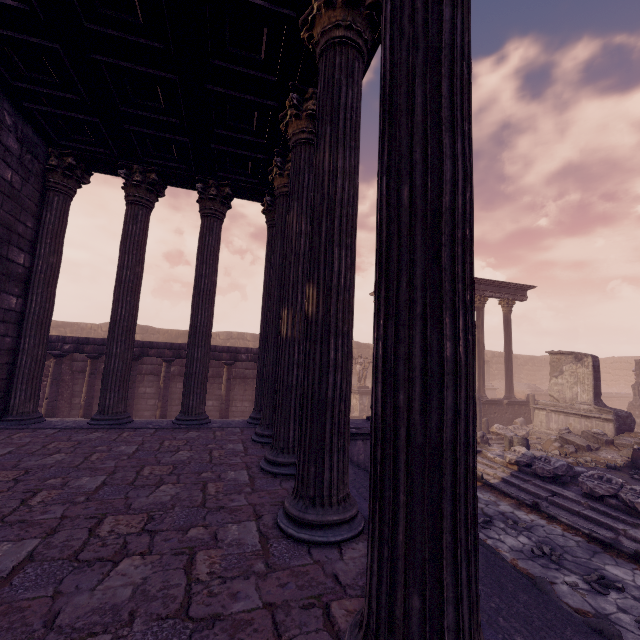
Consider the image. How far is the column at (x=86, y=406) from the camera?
10.5m

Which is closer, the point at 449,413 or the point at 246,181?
the point at 449,413

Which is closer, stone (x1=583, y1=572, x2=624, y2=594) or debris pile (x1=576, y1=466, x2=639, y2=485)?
stone (x1=583, y1=572, x2=624, y2=594)

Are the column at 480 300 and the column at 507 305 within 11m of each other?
yes

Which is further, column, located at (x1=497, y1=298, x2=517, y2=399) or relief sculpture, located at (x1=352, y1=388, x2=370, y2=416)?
relief sculpture, located at (x1=352, y1=388, x2=370, y2=416)

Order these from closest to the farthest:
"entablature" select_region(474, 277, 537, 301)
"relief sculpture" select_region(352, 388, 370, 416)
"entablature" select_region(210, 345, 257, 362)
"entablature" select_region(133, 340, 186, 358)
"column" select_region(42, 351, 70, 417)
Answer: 1. "column" select_region(42, 351, 70, 417)
2. "entablature" select_region(133, 340, 186, 358)
3. "entablature" select_region(210, 345, 257, 362)
4. "entablature" select_region(474, 277, 537, 301)
5. "relief sculpture" select_region(352, 388, 370, 416)

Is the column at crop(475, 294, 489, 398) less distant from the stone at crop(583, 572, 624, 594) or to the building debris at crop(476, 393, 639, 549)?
the building debris at crop(476, 393, 639, 549)

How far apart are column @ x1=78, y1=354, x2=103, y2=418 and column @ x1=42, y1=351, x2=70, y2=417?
0.5 meters
